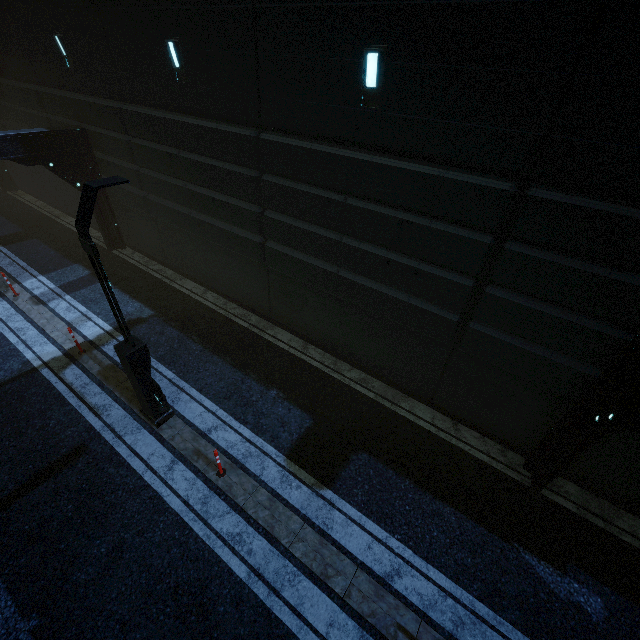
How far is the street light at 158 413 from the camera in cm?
505

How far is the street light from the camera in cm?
505

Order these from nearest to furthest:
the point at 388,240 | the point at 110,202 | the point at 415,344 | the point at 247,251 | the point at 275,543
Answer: the point at 275,543 < the point at 388,240 < the point at 415,344 < the point at 247,251 < the point at 110,202
